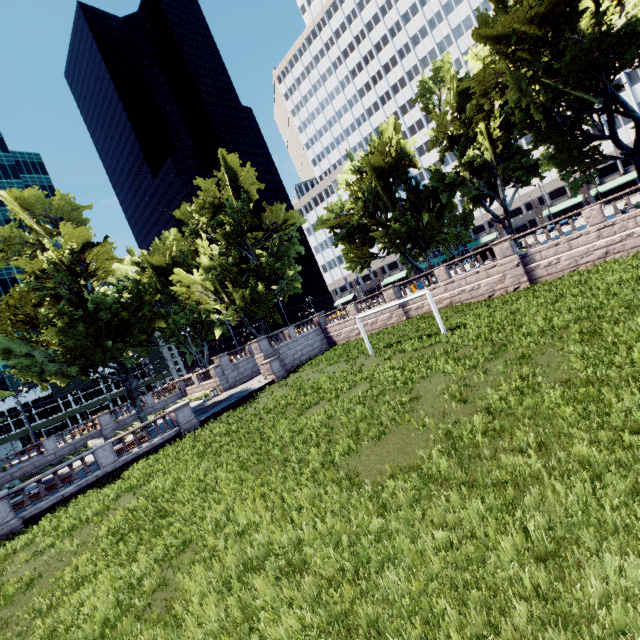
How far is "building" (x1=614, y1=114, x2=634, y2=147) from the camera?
57.16m

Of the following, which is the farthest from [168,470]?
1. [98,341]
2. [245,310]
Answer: [245,310]

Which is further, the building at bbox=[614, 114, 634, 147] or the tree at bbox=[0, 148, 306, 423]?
the building at bbox=[614, 114, 634, 147]

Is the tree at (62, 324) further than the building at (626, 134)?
No

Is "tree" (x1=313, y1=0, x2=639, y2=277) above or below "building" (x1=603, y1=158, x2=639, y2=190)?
above

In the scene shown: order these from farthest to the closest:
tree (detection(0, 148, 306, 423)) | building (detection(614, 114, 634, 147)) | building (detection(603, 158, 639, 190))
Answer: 1. building (detection(603, 158, 639, 190))
2. building (detection(614, 114, 634, 147))
3. tree (detection(0, 148, 306, 423))

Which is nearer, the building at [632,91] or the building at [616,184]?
the building at [632,91]
